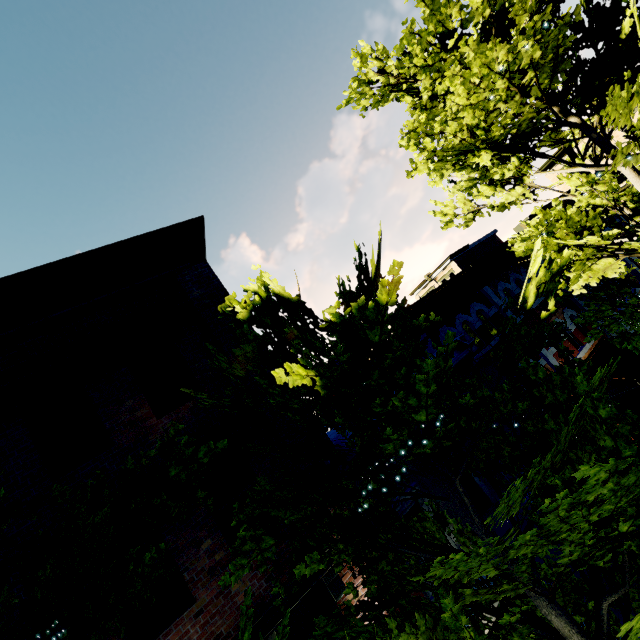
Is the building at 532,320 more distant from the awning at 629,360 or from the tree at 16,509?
the awning at 629,360

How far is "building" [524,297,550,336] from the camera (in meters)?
10.67

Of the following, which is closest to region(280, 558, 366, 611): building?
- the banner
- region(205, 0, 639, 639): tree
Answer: region(205, 0, 639, 639): tree

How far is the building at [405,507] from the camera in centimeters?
713cm

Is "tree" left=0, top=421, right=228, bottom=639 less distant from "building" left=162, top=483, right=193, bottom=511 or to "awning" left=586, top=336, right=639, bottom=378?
"building" left=162, top=483, right=193, bottom=511

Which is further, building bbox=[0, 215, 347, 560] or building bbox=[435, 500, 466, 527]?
building bbox=[435, 500, 466, 527]

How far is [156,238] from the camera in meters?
7.5
